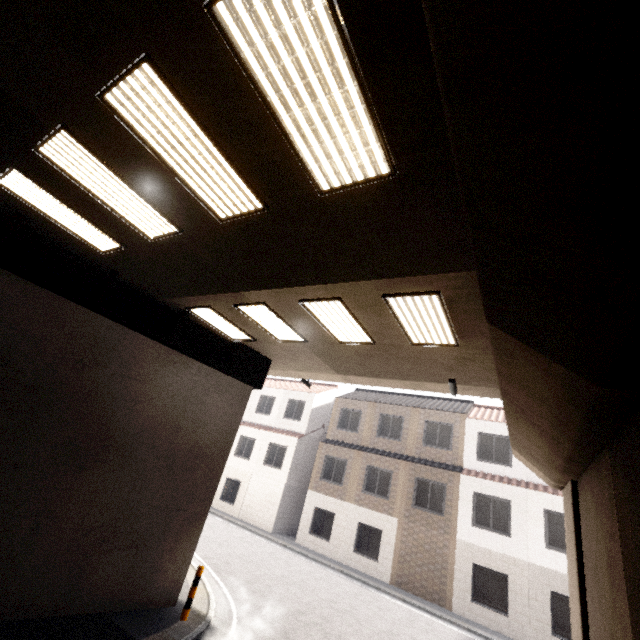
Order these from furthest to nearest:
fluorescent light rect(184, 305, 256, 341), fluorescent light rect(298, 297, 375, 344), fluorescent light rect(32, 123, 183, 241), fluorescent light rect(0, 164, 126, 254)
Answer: fluorescent light rect(184, 305, 256, 341) → fluorescent light rect(298, 297, 375, 344) → fluorescent light rect(0, 164, 126, 254) → fluorescent light rect(32, 123, 183, 241)

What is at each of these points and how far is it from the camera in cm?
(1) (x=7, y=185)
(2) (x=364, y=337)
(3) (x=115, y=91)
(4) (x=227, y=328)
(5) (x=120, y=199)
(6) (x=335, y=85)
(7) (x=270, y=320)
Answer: (1) fluorescent light, 569
(2) fluorescent light, 749
(3) fluorescent light, 350
(4) fluorescent light, 939
(5) fluorescent light, 520
(6) fluorescent light, 288
(7) fluorescent light, 803

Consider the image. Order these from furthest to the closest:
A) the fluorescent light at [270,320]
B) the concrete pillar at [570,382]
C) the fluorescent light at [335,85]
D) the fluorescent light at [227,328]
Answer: the fluorescent light at [227,328]
the fluorescent light at [270,320]
the fluorescent light at [335,85]
the concrete pillar at [570,382]

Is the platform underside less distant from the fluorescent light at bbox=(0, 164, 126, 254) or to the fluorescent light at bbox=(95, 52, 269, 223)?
the fluorescent light at bbox=(0, 164, 126, 254)

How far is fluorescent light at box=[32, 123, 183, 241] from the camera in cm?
441

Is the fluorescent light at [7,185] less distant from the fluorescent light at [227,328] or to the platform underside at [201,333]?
the platform underside at [201,333]

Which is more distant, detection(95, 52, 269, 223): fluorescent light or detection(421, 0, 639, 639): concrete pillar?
detection(95, 52, 269, 223): fluorescent light

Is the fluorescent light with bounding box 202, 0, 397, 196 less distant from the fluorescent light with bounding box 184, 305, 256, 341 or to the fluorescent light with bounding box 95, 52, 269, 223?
the fluorescent light with bounding box 95, 52, 269, 223
